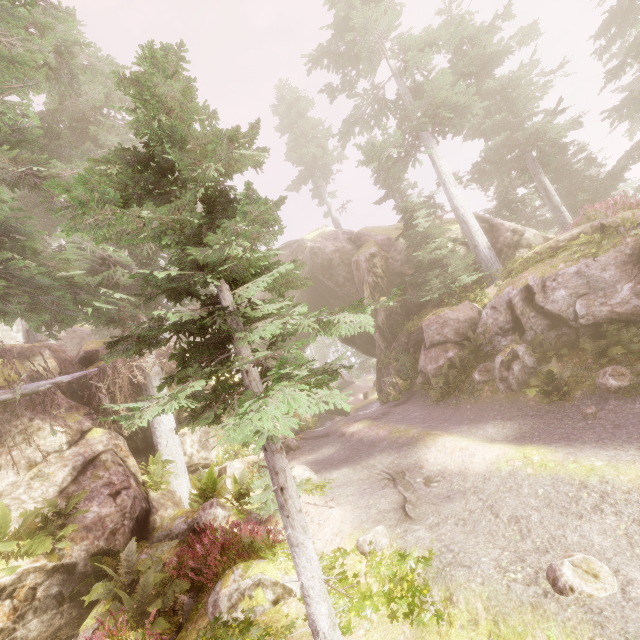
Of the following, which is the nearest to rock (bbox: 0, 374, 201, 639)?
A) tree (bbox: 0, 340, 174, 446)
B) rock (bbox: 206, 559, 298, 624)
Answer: tree (bbox: 0, 340, 174, 446)

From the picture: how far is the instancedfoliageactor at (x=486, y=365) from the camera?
11.9 meters

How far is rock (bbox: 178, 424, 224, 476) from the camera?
13.9m

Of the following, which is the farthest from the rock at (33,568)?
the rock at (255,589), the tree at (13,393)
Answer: the rock at (255,589)

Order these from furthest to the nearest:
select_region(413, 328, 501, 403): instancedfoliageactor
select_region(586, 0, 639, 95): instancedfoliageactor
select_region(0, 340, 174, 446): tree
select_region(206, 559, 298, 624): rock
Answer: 1. select_region(586, 0, 639, 95): instancedfoliageactor
2. select_region(413, 328, 501, 403): instancedfoliageactor
3. select_region(0, 340, 174, 446): tree
4. select_region(206, 559, 298, 624): rock

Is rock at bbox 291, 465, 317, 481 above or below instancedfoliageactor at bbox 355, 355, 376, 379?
below

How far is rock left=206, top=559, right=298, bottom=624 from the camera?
5.6 meters

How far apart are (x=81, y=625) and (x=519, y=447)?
10.9 meters
